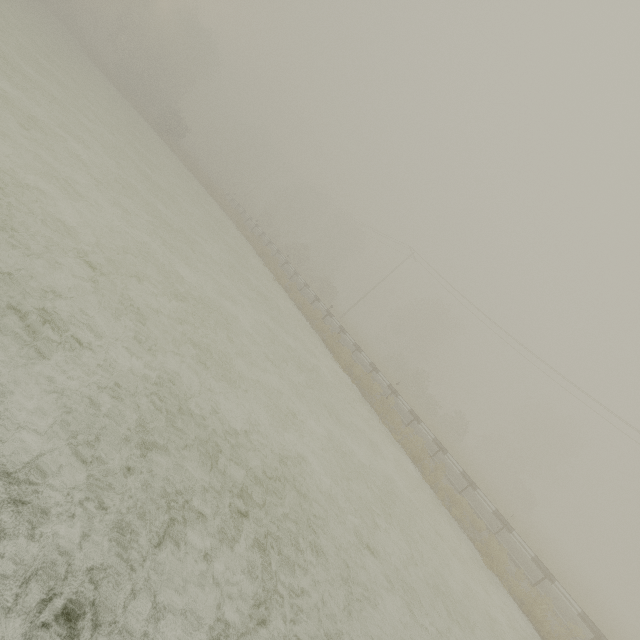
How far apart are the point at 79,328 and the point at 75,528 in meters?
3.0
